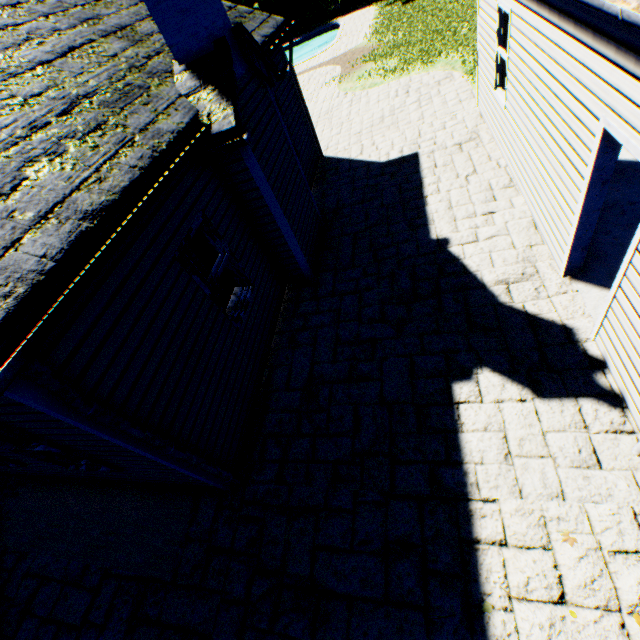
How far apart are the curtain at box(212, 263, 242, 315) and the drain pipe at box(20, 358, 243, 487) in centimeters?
213cm

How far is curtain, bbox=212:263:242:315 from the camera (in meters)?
5.33

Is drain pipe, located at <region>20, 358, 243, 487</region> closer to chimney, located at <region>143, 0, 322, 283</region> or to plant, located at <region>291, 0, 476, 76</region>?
chimney, located at <region>143, 0, 322, 283</region>

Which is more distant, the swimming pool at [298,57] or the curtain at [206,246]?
the swimming pool at [298,57]

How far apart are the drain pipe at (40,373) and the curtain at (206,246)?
2.1 meters

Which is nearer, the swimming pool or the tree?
the swimming pool

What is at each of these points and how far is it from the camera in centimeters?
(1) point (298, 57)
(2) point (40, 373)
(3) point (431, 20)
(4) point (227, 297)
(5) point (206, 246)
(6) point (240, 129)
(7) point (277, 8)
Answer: (1) swimming pool, 2950cm
(2) drain pipe, 222cm
(3) plant, 1667cm
(4) curtain, 548cm
(5) curtain, 516cm
(6) chimney, 437cm
(7) tree, 3222cm
